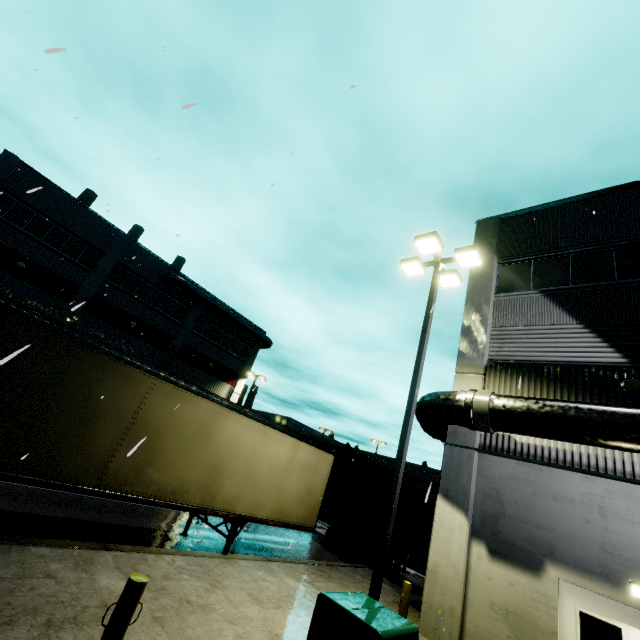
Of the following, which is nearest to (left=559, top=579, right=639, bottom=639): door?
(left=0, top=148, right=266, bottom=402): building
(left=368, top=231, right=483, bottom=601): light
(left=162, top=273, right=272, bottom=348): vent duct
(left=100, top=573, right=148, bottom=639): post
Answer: (left=0, top=148, right=266, bottom=402): building

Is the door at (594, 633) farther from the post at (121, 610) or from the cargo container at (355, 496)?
the post at (121, 610)

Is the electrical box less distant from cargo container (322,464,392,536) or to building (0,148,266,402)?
building (0,148,266,402)

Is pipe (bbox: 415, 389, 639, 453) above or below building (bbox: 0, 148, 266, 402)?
below

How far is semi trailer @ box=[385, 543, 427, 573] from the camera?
14.02m

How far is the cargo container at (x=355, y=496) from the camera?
14.9m

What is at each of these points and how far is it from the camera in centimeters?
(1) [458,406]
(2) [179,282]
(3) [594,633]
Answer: (1) pipe, 948cm
(2) vent duct, 2848cm
(3) door, 695cm

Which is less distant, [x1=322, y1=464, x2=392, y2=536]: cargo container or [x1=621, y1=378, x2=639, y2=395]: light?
[x1=621, y1=378, x2=639, y2=395]: light
